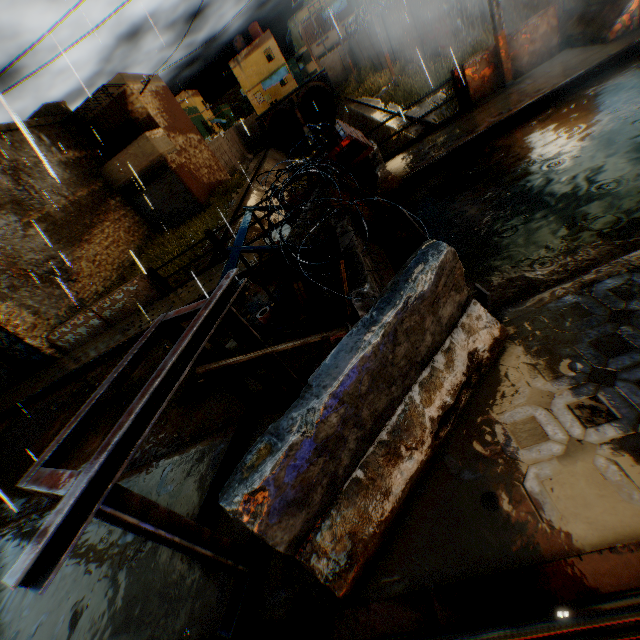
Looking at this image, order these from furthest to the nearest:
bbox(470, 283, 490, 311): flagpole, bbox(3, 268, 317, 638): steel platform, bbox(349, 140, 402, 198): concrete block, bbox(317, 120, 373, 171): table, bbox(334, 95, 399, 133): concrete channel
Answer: bbox(334, 95, 399, 133): concrete channel < bbox(349, 140, 402, 198): concrete block < bbox(317, 120, 373, 171): table < bbox(470, 283, 490, 311): flagpole < bbox(3, 268, 317, 638): steel platform

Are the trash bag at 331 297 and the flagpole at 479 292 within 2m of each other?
yes

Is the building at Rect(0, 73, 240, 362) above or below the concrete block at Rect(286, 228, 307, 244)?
above

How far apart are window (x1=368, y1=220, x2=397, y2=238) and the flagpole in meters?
1.8 m

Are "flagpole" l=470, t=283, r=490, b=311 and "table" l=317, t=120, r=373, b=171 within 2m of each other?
no

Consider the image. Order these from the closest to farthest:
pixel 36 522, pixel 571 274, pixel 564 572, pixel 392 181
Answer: pixel 564 572 → pixel 571 274 → pixel 36 522 → pixel 392 181

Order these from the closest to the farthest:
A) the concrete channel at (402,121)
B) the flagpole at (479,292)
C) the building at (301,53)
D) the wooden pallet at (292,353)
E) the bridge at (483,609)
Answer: the bridge at (483,609) < the flagpole at (479,292) < the wooden pallet at (292,353) < the concrete channel at (402,121) < the building at (301,53)

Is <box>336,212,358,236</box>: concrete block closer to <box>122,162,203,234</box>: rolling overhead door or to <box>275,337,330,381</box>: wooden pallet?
<box>275,337,330,381</box>: wooden pallet
